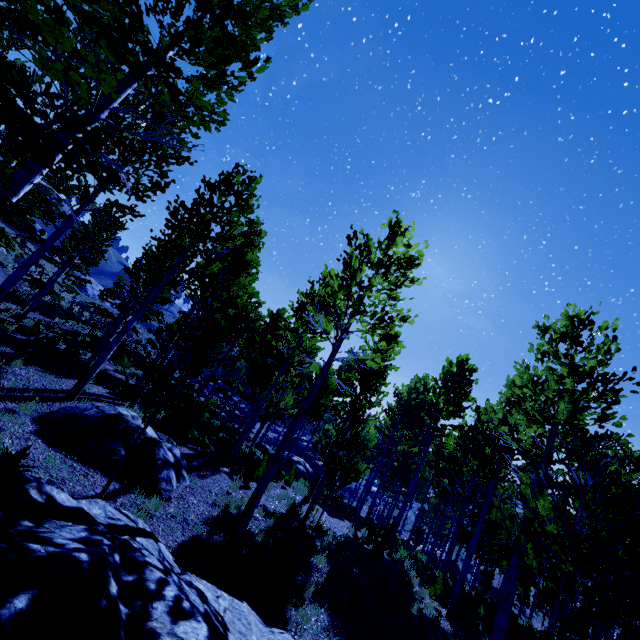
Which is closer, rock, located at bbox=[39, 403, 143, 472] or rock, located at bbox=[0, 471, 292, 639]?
rock, located at bbox=[0, 471, 292, 639]

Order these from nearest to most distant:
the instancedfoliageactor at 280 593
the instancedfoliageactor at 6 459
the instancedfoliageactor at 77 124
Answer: the instancedfoliageactor at 77 124 < the instancedfoliageactor at 6 459 < the instancedfoliageactor at 280 593

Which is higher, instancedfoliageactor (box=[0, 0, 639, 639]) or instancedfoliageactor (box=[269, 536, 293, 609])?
instancedfoliageactor (box=[0, 0, 639, 639])

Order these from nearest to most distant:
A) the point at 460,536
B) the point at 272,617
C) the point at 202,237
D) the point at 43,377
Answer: the point at 272,617 → the point at 43,377 → the point at 202,237 → the point at 460,536

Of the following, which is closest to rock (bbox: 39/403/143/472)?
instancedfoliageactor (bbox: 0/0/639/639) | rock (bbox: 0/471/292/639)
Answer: instancedfoliageactor (bbox: 0/0/639/639)

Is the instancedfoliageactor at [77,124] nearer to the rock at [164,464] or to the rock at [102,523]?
the rock at [102,523]

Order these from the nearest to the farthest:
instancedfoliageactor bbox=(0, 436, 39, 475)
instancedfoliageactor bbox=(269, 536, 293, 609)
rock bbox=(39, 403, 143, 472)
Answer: instancedfoliageactor bbox=(0, 436, 39, 475), instancedfoliageactor bbox=(269, 536, 293, 609), rock bbox=(39, 403, 143, 472)
